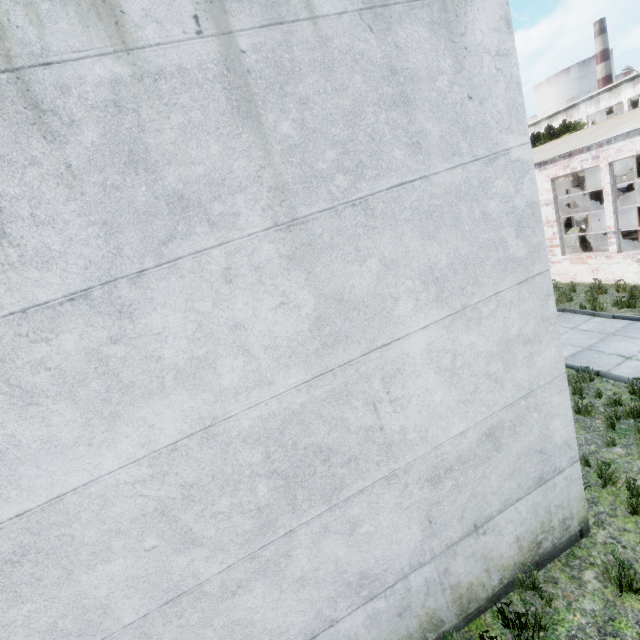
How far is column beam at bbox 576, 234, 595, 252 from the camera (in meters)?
15.05

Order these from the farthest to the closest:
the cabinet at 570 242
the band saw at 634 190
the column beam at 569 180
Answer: the band saw at 634 190, the cabinet at 570 242, the column beam at 569 180

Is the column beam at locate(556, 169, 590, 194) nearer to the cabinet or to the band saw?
the cabinet

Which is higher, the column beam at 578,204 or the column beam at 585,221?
the column beam at 578,204

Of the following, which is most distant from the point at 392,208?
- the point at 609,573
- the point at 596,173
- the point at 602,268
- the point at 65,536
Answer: the point at 596,173

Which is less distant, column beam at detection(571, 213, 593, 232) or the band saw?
column beam at detection(571, 213, 593, 232)
